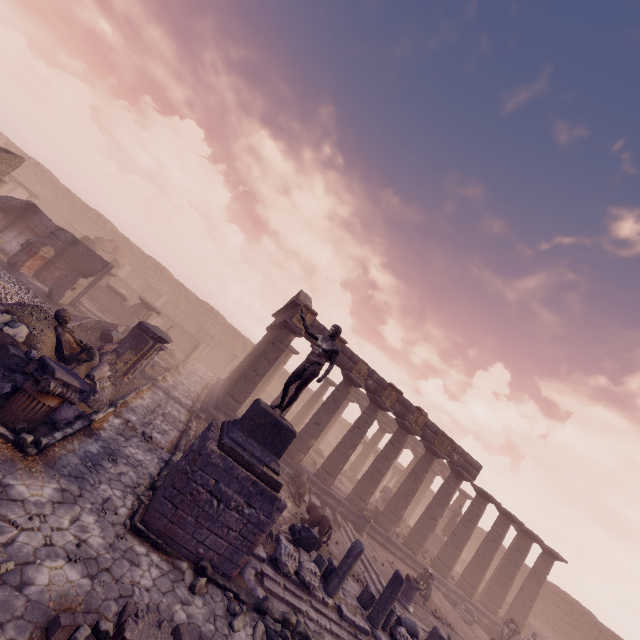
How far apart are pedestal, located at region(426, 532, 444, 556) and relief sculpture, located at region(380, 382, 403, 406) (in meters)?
13.56

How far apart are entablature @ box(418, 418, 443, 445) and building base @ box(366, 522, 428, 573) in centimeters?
529cm

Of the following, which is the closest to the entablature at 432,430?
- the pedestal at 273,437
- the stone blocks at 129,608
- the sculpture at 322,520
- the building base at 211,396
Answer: the building base at 211,396

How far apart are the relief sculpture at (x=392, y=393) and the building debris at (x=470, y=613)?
11.1m

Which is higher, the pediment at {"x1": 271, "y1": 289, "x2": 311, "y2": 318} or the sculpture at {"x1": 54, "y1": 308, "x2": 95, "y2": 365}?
the pediment at {"x1": 271, "y1": 289, "x2": 311, "y2": 318}

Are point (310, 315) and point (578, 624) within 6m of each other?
no

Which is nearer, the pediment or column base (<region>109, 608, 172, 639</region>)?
column base (<region>109, 608, 172, 639</region>)

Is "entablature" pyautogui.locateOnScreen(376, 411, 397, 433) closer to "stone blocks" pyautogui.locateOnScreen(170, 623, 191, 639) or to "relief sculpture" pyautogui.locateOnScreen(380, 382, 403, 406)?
"relief sculpture" pyautogui.locateOnScreen(380, 382, 403, 406)
